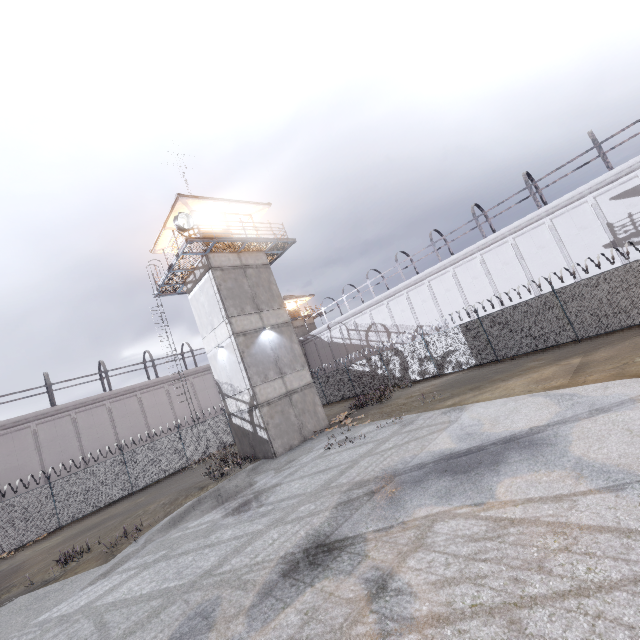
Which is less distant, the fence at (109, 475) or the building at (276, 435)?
the building at (276, 435)

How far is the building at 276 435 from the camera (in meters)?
17.20

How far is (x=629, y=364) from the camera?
10.28m

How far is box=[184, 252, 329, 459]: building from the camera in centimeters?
1720cm

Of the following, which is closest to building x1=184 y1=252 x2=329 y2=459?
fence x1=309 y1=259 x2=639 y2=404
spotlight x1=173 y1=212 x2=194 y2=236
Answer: spotlight x1=173 y1=212 x2=194 y2=236

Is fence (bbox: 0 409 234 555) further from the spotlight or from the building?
the spotlight
